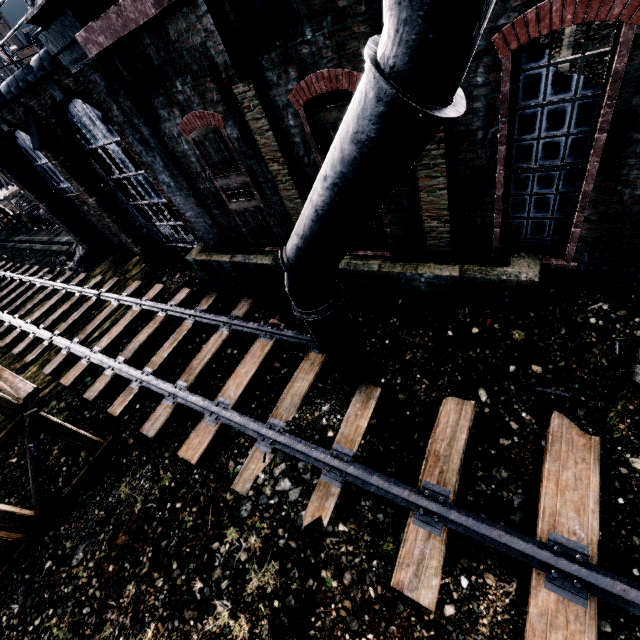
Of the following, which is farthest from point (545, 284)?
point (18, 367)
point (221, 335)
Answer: point (18, 367)

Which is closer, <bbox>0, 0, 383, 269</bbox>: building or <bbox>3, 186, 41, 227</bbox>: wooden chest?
<bbox>0, 0, 383, 269</bbox>: building

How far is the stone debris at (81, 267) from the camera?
20.1m

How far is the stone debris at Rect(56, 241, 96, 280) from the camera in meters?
20.1

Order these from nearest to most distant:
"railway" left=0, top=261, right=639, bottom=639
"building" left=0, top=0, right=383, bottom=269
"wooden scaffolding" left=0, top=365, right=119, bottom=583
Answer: "railway" left=0, top=261, right=639, bottom=639
"building" left=0, top=0, right=383, bottom=269
"wooden scaffolding" left=0, top=365, right=119, bottom=583

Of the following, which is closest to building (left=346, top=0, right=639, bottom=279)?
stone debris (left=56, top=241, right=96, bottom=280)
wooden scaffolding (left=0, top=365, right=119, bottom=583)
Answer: stone debris (left=56, top=241, right=96, bottom=280)

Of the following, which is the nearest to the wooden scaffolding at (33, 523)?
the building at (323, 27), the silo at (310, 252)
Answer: the building at (323, 27)

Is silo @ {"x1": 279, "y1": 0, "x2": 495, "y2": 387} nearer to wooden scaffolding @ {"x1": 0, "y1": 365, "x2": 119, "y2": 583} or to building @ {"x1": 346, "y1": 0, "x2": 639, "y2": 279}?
building @ {"x1": 346, "y1": 0, "x2": 639, "y2": 279}
